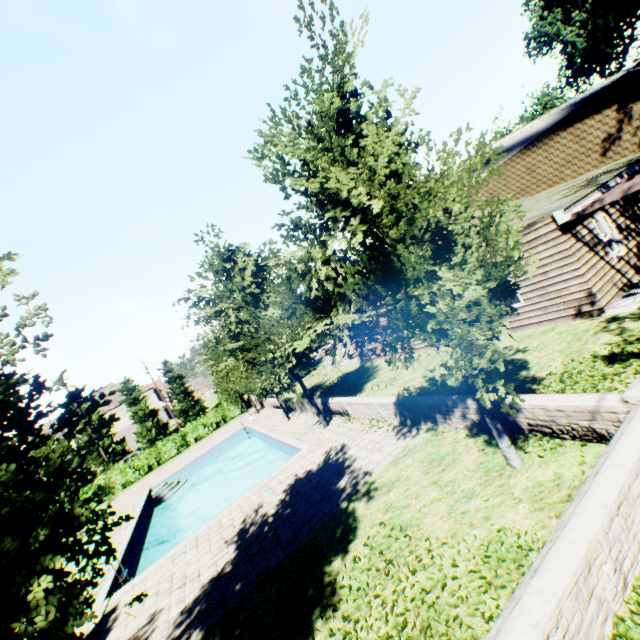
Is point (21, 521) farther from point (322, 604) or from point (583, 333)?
point (583, 333)

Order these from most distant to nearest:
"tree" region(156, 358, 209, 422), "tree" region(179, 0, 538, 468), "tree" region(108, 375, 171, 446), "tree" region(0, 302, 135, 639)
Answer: "tree" region(156, 358, 209, 422)
"tree" region(108, 375, 171, 446)
"tree" region(179, 0, 538, 468)
"tree" region(0, 302, 135, 639)

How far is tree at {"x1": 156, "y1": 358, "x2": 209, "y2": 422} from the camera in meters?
46.2 m

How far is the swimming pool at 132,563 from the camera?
10.8 meters

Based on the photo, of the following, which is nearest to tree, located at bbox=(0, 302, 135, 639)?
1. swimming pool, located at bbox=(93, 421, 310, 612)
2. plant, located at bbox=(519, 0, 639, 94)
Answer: swimming pool, located at bbox=(93, 421, 310, 612)

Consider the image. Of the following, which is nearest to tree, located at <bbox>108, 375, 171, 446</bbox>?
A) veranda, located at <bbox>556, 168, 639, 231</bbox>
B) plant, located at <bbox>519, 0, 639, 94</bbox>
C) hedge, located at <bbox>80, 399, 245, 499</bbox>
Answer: plant, located at <bbox>519, 0, 639, 94</bbox>

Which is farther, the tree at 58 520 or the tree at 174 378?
the tree at 174 378

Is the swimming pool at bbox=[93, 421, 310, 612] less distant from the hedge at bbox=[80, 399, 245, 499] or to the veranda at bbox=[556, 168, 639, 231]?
the hedge at bbox=[80, 399, 245, 499]
